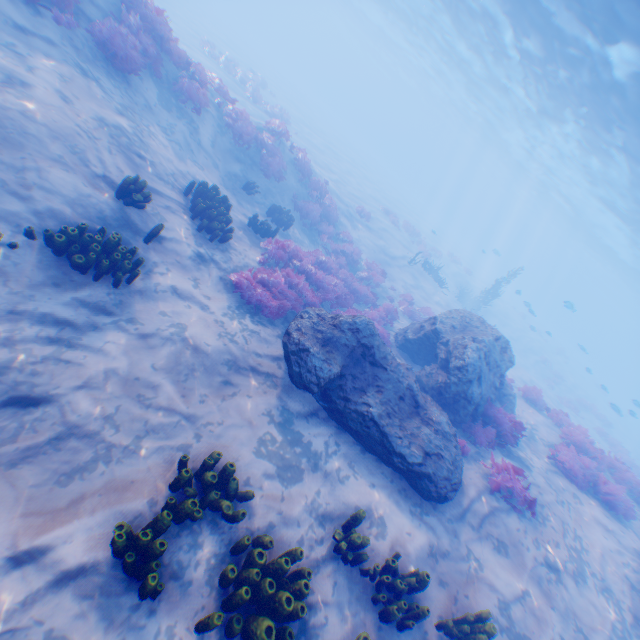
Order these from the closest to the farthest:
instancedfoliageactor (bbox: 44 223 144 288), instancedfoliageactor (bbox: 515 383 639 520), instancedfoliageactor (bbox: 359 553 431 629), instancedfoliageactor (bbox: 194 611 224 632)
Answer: instancedfoliageactor (bbox: 194 611 224 632)
instancedfoliageactor (bbox: 359 553 431 629)
instancedfoliageactor (bbox: 44 223 144 288)
instancedfoliageactor (bbox: 515 383 639 520)

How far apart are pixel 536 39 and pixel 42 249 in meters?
24.9 m

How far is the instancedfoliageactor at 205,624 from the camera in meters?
3.5 m

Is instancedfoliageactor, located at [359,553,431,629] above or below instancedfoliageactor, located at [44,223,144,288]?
above

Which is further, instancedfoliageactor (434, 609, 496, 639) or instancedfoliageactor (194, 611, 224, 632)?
instancedfoliageactor (434, 609, 496, 639)

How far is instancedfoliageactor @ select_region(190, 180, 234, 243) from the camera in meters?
8.7 m

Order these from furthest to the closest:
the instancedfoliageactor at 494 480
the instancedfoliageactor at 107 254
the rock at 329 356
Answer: the instancedfoliageactor at 494 480, the rock at 329 356, the instancedfoliageactor at 107 254
